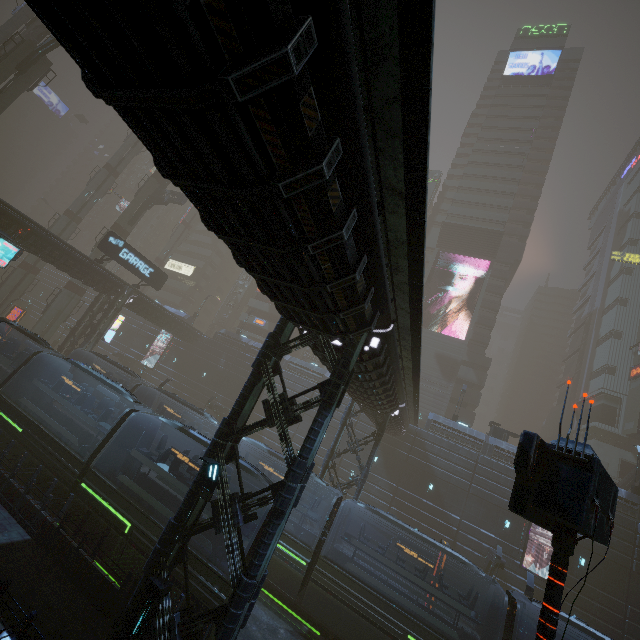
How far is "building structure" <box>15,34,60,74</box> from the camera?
29.0 meters

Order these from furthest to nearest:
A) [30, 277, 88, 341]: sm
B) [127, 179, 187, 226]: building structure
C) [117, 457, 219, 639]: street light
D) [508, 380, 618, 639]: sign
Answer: [127, 179, 187, 226]: building structure → [30, 277, 88, 341]: sm → [117, 457, 219, 639]: street light → [508, 380, 618, 639]: sign

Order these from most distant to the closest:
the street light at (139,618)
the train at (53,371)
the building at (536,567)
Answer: the building at (536,567)
the train at (53,371)
the street light at (139,618)

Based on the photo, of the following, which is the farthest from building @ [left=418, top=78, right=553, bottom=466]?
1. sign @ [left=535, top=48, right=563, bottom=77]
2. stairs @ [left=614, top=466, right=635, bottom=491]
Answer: stairs @ [left=614, top=466, right=635, bottom=491]

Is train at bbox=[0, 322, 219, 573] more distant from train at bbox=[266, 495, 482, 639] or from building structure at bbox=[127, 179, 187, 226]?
building structure at bbox=[127, 179, 187, 226]

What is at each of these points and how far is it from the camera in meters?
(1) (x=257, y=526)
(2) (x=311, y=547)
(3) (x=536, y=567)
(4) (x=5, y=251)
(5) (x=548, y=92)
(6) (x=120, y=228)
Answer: (1) train, 11.1
(2) train, 18.3
(3) building, 26.3
(4) sign, 18.1
(5) building, 58.3
(6) sm, 41.1

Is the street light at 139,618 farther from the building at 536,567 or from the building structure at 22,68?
the building structure at 22,68

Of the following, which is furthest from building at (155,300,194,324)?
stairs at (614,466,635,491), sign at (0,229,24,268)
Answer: stairs at (614,466,635,491)
